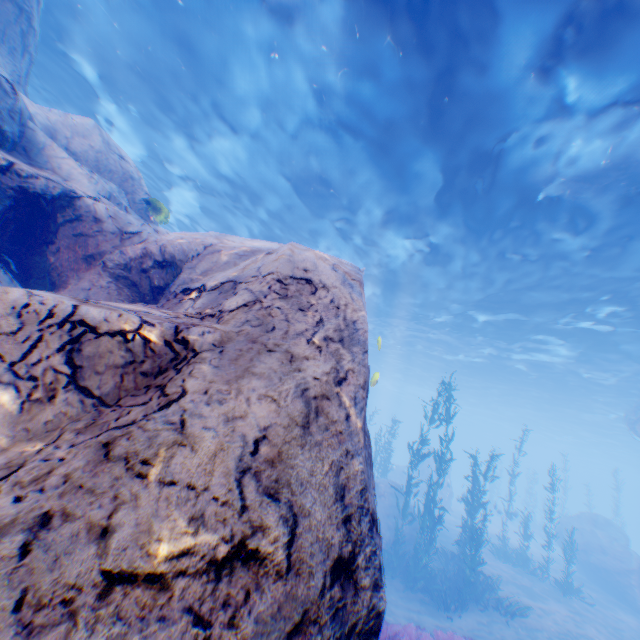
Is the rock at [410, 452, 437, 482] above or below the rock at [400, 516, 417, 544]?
above

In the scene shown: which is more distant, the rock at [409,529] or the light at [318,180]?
the rock at [409,529]

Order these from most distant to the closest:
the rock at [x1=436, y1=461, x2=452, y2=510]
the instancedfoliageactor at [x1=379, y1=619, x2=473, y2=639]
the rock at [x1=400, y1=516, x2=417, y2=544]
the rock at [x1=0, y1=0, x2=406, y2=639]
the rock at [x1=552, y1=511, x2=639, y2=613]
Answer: the rock at [x1=436, y1=461, x2=452, y2=510]
the rock at [x1=552, y1=511, x2=639, y2=613]
the rock at [x1=400, y1=516, x2=417, y2=544]
the instancedfoliageactor at [x1=379, y1=619, x2=473, y2=639]
the rock at [x1=0, y1=0, x2=406, y2=639]

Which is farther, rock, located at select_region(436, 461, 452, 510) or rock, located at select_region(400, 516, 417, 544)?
rock, located at select_region(436, 461, 452, 510)

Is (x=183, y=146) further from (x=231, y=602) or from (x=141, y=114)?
(x=231, y=602)

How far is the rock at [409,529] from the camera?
16.0 meters
